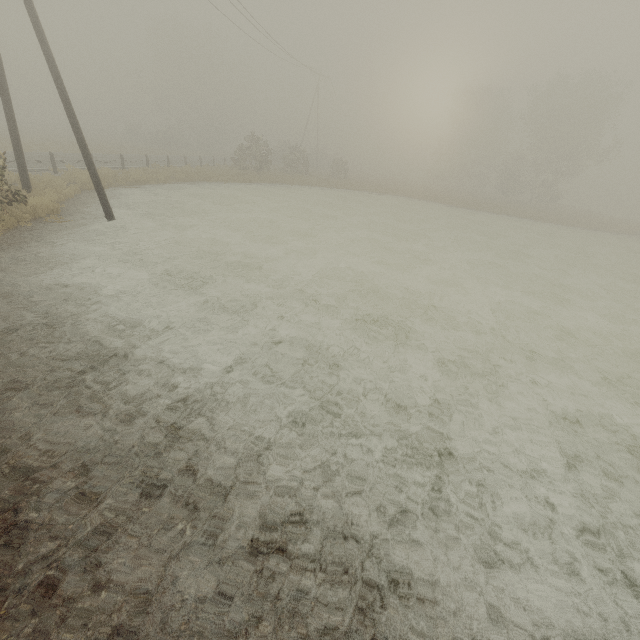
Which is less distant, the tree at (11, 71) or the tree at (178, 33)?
the tree at (178, 33)

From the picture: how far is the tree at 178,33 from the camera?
46.8m

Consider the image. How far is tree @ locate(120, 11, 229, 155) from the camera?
46.8 meters

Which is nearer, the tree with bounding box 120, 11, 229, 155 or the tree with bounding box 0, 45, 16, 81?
the tree with bounding box 120, 11, 229, 155

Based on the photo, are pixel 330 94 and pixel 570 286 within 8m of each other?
no
